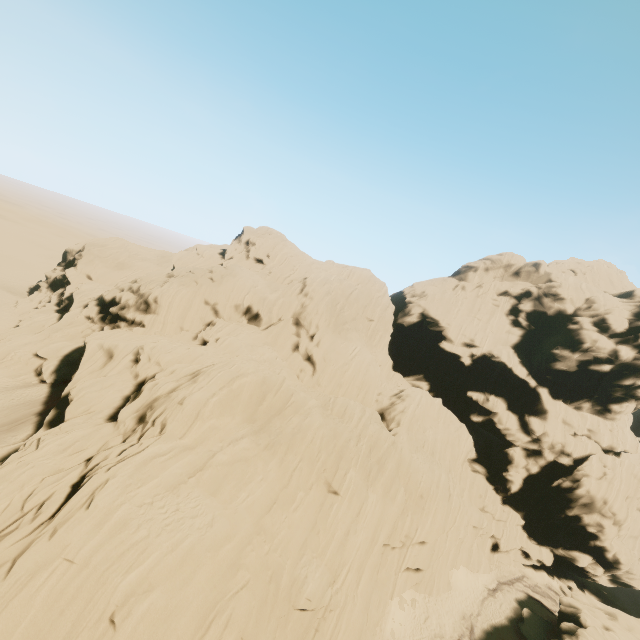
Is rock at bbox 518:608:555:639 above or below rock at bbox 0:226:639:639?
below

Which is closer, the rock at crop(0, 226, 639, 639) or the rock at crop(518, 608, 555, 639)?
the rock at crop(0, 226, 639, 639)

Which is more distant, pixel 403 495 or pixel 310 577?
pixel 403 495

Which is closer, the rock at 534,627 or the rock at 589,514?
the rock at 589,514

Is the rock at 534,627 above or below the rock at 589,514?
below
